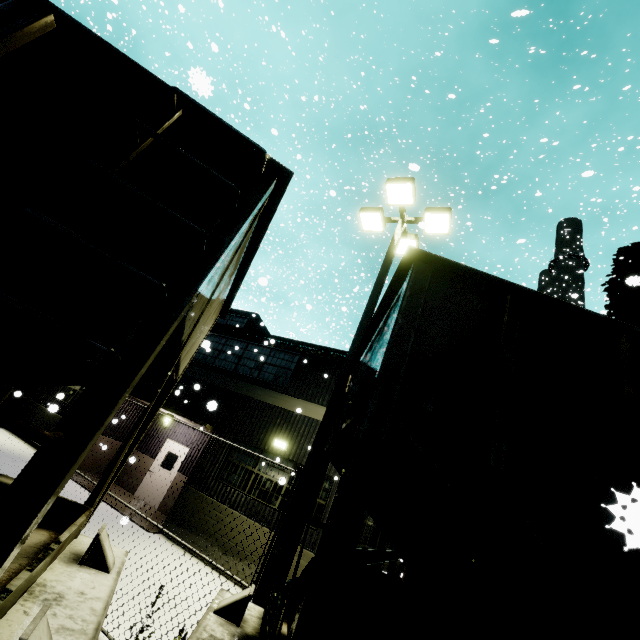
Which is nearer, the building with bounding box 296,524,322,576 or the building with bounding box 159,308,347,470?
the building with bounding box 296,524,322,576

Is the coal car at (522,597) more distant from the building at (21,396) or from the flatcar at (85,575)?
the building at (21,396)

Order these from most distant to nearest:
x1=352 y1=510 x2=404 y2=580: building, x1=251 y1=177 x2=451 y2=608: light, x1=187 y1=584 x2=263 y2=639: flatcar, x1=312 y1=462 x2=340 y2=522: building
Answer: x1=352 y1=510 x2=404 y2=580: building
x1=312 y1=462 x2=340 y2=522: building
x1=251 y1=177 x2=451 y2=608: light
x1=187 y1=584 x2=263 y2=639: flatcar

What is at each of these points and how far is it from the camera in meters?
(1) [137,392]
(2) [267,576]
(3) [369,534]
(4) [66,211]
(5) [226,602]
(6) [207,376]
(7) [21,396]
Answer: (1) building, 14.1 m
(2) light, 4.9 m
(3) building, 11.6 m
(4) coal car, 1.5 m
(5) flatcar, 3.0 m
(6) building, 13.5 m
(7) building, 16.2 m

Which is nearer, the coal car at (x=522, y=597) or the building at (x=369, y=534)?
the coal car at (x=522, y=597)

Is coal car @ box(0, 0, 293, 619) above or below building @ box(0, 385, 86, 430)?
above

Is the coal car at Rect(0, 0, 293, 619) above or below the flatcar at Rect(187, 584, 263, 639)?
above

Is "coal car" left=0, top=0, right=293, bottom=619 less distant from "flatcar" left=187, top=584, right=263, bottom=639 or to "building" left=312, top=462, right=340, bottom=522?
"flatcar" left=187, top=584, right=263, bottom=639
